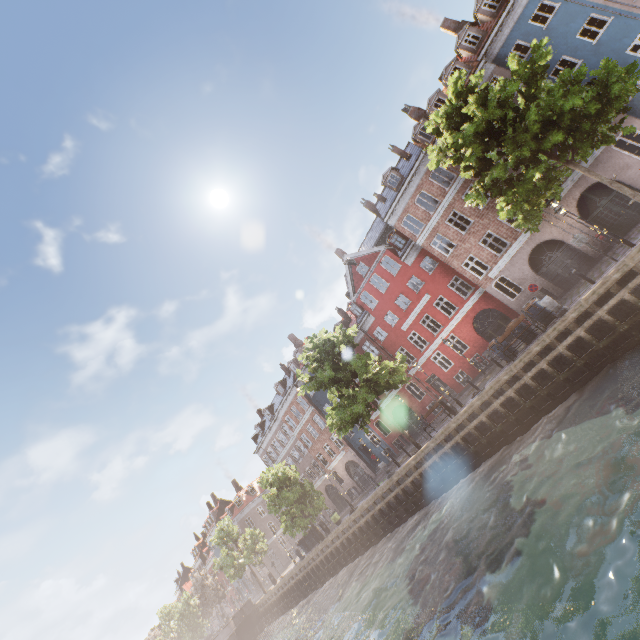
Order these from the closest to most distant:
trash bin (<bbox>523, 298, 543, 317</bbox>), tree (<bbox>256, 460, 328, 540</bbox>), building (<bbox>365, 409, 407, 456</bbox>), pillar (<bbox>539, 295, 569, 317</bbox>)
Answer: pillar (<bbox>539, 295, 569, 317</bbox>)
trash bin (<bbox>523, 298, 543, 317</bbox>)
tree (<bbox>256, 460, 328, 540</bbox>)
building (<bbox>365, 409, 407, 456</bbox>)

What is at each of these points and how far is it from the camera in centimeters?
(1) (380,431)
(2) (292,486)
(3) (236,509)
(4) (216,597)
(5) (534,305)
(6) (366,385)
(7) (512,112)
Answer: (1) building, 3303cm
(2) tree, 2862cm
(3) building, 5584cm
(4) tree, 4616cm
(5) trash bin, 1633cm
(6) tree, 1981cm
(7) tree, 1214cm

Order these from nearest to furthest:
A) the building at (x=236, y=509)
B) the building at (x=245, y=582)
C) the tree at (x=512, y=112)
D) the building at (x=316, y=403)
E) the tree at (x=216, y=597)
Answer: the tree at (x=512, y=112) < the building at (x=316, y=403) < the tree at (x=216, y=597) < the building at (x=236, y=509) < the building at (x=245, y=582)

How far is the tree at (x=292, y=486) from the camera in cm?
2809

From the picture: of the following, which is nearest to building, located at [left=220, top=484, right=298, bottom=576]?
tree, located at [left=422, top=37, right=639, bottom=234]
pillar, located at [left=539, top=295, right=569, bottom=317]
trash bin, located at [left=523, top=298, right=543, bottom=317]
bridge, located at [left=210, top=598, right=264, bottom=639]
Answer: tree, located at [left=422, top=37, right=639, bottom=234]

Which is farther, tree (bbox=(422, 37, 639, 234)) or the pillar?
the pillar

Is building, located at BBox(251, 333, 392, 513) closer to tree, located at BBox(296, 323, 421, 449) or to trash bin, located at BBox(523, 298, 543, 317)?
tree, located at BBox(296, 323, 421, 449)

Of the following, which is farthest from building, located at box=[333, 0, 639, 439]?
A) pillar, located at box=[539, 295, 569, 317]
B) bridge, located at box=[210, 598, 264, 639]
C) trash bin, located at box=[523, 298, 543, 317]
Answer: bridge, located at box=[210, 598, 264, 639]
